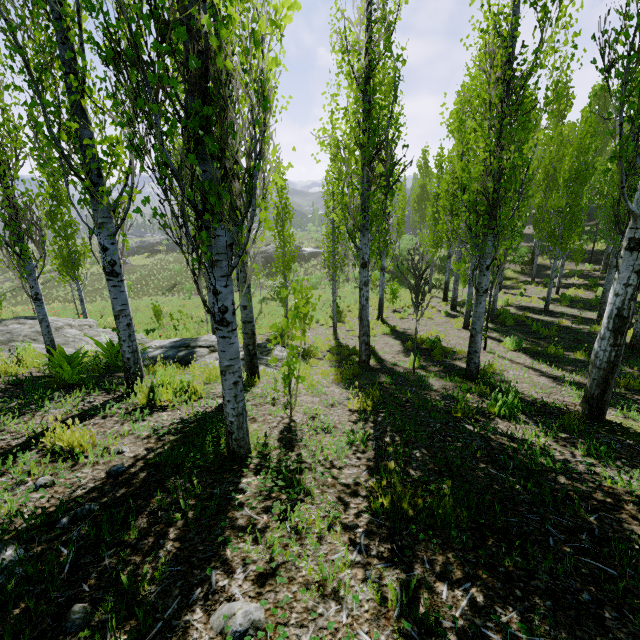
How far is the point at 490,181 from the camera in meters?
6.0

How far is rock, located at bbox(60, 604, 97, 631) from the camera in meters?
1.5 m

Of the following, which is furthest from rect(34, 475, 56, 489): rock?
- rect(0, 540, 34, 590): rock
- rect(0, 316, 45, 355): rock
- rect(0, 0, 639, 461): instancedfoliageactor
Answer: rect(0, 540, 34, 590): rock

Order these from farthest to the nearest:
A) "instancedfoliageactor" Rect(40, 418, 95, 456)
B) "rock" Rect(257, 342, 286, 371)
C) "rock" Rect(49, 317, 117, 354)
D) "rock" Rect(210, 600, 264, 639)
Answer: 1. "rock" Rect(49, 317, 117, 354)
2. "rock" Rect(257, 342, 286, 371)
3. "instancedfoliageactor" Rect(40, 418, 95, 456)
4. "rock" Rect(210, 600, 264, 639)

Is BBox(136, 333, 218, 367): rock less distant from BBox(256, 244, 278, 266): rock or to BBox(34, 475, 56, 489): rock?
BBox(34, 475, 56, 489): rock

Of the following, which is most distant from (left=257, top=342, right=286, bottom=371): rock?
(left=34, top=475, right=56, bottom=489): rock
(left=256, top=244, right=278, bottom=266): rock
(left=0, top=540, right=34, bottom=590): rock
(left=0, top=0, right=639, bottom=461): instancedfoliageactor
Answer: (left=256, top=244, right=278, bottom=266): rock

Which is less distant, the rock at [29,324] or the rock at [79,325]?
the rock at [29,324]

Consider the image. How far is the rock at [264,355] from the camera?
8.2m
